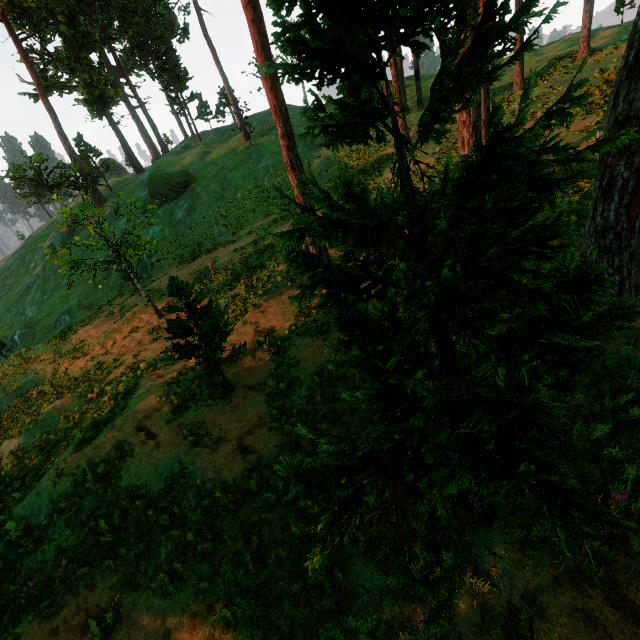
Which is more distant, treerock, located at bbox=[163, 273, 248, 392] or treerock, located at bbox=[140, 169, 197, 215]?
treerock, located at bbox=[140, 169, 197, 215]

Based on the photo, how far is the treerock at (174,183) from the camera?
38.3m

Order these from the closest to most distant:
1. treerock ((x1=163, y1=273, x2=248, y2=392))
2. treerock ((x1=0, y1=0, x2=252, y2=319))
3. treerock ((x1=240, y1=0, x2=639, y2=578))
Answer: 1. treerock ((x1=240, y1=0, x2=639, y2=578))
2. treerock ((x1=163, y1=273, x2=248, y2=392))
3. treerock ((x1=0, y1=0, x2=252, y2=319))

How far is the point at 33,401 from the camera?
17.7m

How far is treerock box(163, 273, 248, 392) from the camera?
8.1m
